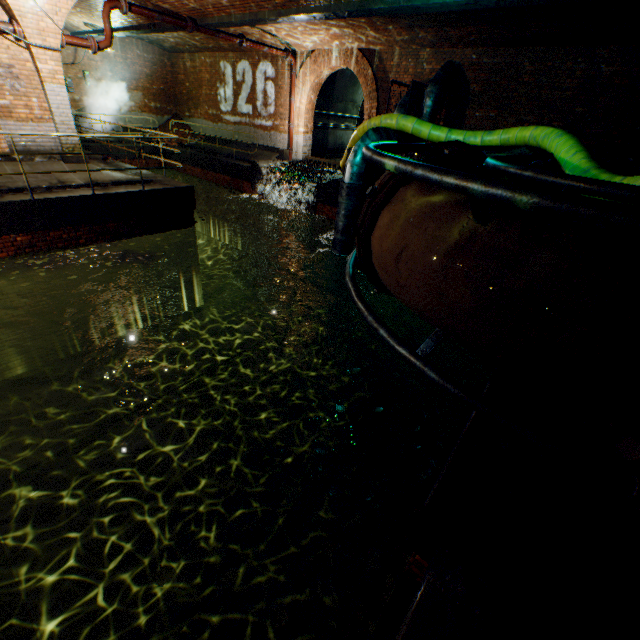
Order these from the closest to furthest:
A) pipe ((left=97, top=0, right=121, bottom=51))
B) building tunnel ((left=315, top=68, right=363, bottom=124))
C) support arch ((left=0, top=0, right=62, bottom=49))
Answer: support arch ((left=0, top=0, right=62, bottom=49)), pipe ((left=97, top=0, right=121, bottom=51)), building tunnel ((left=315, top=68, right=363, bottom=124))

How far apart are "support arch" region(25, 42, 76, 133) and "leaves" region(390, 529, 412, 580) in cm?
1138

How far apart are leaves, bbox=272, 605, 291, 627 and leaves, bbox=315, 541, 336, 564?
0.46m

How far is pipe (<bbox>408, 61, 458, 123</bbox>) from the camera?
10.0m

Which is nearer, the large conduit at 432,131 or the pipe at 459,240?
the pipe at 459,240

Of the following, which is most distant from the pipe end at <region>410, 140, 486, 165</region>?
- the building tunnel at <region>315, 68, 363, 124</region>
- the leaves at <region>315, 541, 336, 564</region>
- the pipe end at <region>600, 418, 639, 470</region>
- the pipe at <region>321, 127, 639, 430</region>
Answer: the building tunnel at <region>315, 68, 363, 124</region>

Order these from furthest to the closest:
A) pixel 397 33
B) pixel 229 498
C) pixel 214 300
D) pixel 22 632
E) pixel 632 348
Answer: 1. pixel 214 300
2. pixel 397 33
3. pixel 229 498
4. pixel 22 632
5. pixel 632 348

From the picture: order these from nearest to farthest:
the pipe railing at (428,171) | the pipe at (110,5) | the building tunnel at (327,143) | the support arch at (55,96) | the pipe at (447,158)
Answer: the pipe railing at (428,171)
the pipe at (447,158)
the support arch at (55,96)
the pipe at (110,5)
the building tunnel at (327,143)
